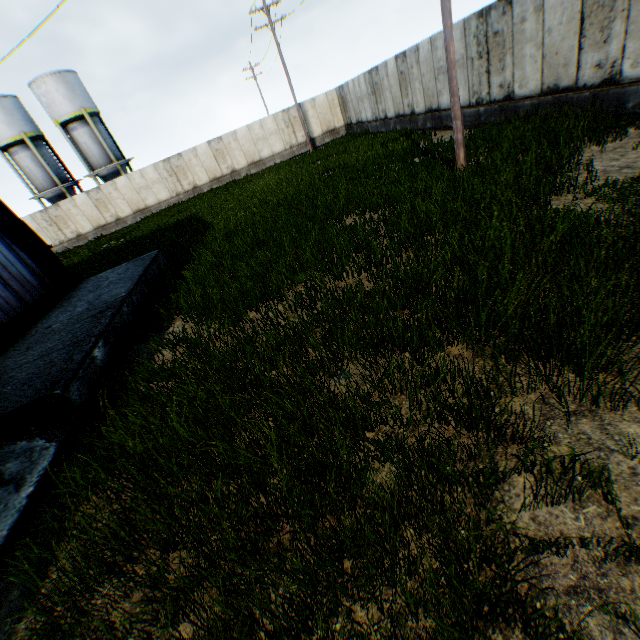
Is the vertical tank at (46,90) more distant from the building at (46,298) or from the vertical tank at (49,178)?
the building at (46,298)

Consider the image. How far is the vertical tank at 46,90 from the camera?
27.75m

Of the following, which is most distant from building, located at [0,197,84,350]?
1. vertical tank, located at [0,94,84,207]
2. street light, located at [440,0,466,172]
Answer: vertical tank, located at [0,94,84,207]

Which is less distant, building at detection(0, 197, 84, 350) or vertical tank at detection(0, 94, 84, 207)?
building at detection(0, 197, 84, 350)

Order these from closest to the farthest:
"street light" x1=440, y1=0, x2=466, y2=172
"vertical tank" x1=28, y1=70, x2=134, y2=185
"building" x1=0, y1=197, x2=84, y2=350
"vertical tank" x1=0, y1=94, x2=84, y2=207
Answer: "street light" x1=440, y1=0, x2=466, y2=172 < "building" x1=0, y1=197, x2=84, y2=350 < "vertical tank" x1=28, y1=70, x2=134, y2=185 < "vertical tank" x1=0, y1=94, x2=84, y2=207

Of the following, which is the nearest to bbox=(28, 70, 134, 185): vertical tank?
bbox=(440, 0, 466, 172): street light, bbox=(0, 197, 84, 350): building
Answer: bbox=(0, 197, 84, 350): building

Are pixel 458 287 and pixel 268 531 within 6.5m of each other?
yes
